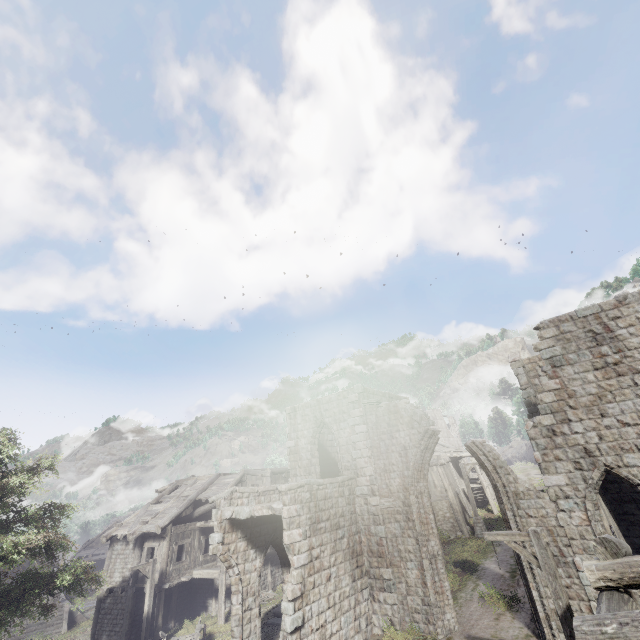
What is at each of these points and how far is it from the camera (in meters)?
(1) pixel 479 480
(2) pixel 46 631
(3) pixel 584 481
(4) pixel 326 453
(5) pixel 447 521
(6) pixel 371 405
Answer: (1) building, 32.44
(2) stairs, 24.84
(3) building, 11.46
(4) building, 22.12
(5) building, 24.14
(6) column, 17.56

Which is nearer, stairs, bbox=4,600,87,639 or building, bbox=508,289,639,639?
building, bbox=508,289,639,639

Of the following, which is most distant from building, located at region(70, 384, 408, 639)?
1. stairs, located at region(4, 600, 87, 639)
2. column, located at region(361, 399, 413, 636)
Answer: stairs, located at region(4, 600, 87, 639)

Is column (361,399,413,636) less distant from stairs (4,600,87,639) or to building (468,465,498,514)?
building (468,465,498,514)

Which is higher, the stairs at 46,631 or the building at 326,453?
the building at 326,453

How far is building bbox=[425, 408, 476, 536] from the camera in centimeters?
2394cm

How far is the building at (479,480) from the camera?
27.3m
